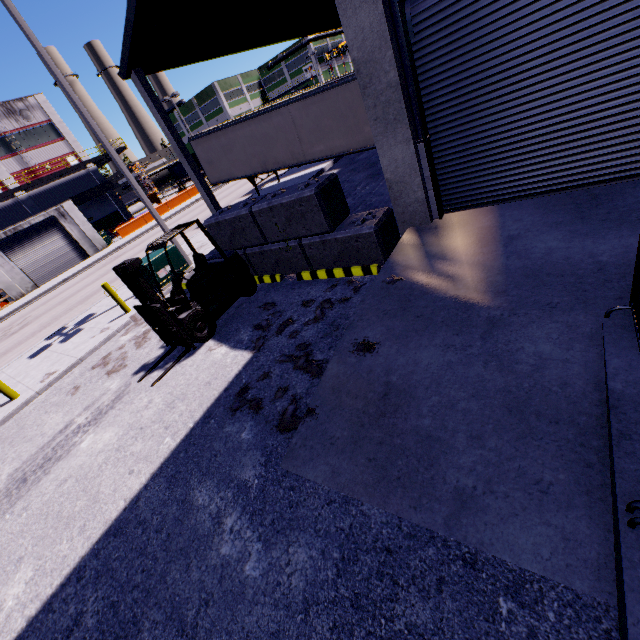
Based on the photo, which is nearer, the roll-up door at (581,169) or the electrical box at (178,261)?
the roll-up door at (581,169)

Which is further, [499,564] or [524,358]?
[524,358]

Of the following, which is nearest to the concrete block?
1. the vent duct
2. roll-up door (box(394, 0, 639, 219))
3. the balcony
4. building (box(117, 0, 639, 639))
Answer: building (box(117, 0, 639, 639))

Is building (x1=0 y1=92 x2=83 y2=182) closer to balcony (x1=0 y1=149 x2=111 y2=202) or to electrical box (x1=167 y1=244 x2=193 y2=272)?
balcony (x1=0 y1=149 x2=111 y2=202)

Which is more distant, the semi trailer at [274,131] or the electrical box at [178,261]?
the semi trailer at [274,131]

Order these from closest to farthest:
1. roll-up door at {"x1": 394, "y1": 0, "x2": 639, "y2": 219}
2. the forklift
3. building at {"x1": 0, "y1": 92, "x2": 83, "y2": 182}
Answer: roll-up door at {"x1": 394, "y1": 0, "x2": 639, "y2": 219} < the forklift < building at {"x1": 0, "y1": 92, "x2": 83, "y2": 182}

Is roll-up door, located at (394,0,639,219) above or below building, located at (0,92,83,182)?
below

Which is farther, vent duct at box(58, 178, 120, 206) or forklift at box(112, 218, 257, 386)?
vent duct at box(58, 178, 120, 206)
